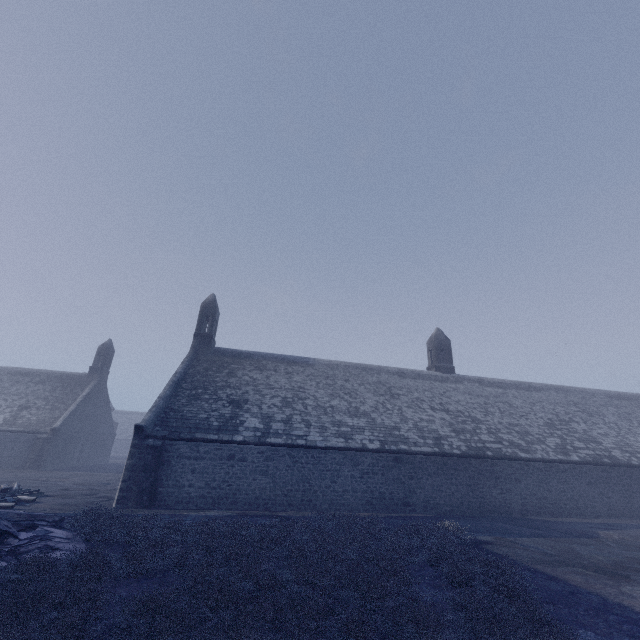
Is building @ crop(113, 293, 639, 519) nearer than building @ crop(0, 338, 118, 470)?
Yes

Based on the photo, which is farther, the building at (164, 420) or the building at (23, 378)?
the building at (23, 378)

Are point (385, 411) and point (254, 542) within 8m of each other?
no
